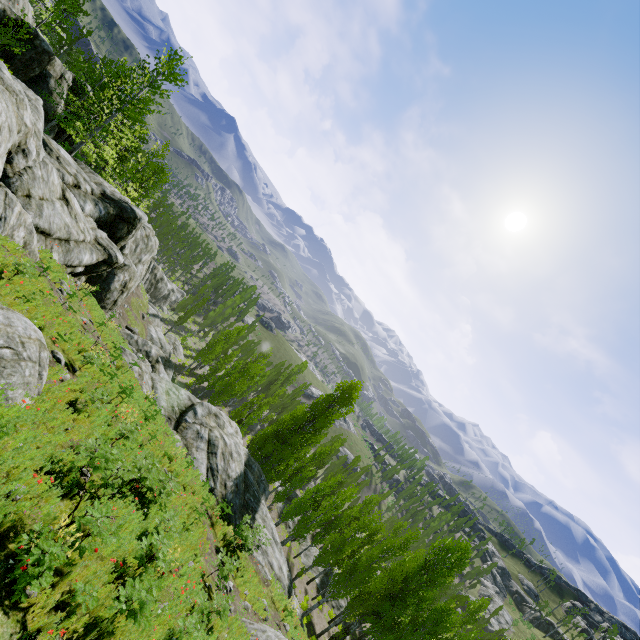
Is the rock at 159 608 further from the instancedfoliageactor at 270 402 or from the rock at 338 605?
the rock at 338 605

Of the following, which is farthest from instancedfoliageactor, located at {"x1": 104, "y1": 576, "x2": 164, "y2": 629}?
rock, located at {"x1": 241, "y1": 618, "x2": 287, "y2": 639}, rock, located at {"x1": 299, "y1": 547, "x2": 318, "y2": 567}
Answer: rock, located at {"x1": 241, "y1": 618, "x2": 287, "y2": 639}

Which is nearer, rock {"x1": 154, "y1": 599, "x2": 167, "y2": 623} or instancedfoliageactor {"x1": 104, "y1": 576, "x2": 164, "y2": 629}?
instancedfoliageactor {"x1": 104, "y1": 576, "x2": 164, "y2": 629}

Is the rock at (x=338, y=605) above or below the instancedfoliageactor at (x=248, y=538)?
below

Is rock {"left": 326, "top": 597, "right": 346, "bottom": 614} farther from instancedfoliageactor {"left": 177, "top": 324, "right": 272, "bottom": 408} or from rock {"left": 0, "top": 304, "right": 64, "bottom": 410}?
rock {"left": 0, "top": 304, "right": 64, "bottom": 410}

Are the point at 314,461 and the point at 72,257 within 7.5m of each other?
no

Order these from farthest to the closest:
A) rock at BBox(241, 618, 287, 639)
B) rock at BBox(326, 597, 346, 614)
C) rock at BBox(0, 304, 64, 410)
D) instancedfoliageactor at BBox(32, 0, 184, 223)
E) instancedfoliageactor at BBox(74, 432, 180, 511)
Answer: rock at BBox(326, 597, 346, 614) → instancedfoliageactor at BBox(32, 0, 184, 223) → rock at BBox(241, 618, 287, 639) → instancedfoliageactor at BBox(74, 432, 180, 511) → rock at BBox(0, 304, 64, 410)
